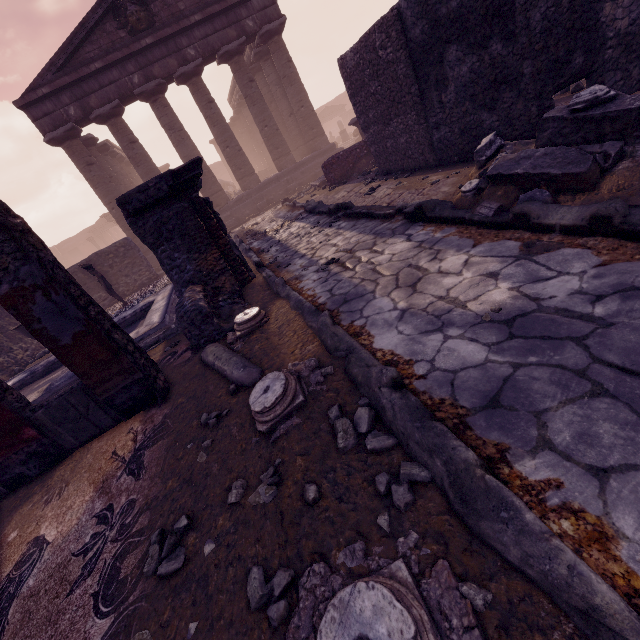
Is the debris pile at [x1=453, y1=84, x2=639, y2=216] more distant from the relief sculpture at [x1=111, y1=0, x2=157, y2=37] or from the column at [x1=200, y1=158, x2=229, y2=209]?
the relief sculpture at [x1=111, y1=0, x2=157, y2=37]

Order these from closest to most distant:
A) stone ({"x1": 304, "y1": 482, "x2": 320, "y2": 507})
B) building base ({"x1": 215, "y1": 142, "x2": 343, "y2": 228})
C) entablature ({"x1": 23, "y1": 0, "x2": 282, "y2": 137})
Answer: stone ({"x1": 304, "y1": 482, "x2": 320, "y2": 507})
entablature ({"x1": 23, "y1": 0, "x2": 282, "y2": 137})
building base ({"x1": 215, "y1": 142, "x2": 343, "y2": 228})

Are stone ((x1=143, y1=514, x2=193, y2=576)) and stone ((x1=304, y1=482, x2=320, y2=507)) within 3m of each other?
yes

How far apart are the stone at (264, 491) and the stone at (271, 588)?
0.3 meters

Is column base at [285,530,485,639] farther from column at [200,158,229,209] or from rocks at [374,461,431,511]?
column at [200,158,229,209]

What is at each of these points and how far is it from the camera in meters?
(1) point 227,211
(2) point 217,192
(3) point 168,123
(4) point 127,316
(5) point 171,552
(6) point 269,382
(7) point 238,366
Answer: (1) building base, 16.2 m
(2) column, 15.8 m
(3) column, 14.4 m
(4) pool, 8.0 m
(5) stone, 1.9 m
(6) column base, 2.6 m
(7) column piece, 3.2 m

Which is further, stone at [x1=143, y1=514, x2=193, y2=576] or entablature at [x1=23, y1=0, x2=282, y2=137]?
entablature at [x1=23, y1=0, x2=282, y2=137]

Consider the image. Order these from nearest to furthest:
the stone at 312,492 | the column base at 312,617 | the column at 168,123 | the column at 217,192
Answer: the column base at 312,617 → the stone at 312,492 → the column at 168,123 → the column at 217,192
